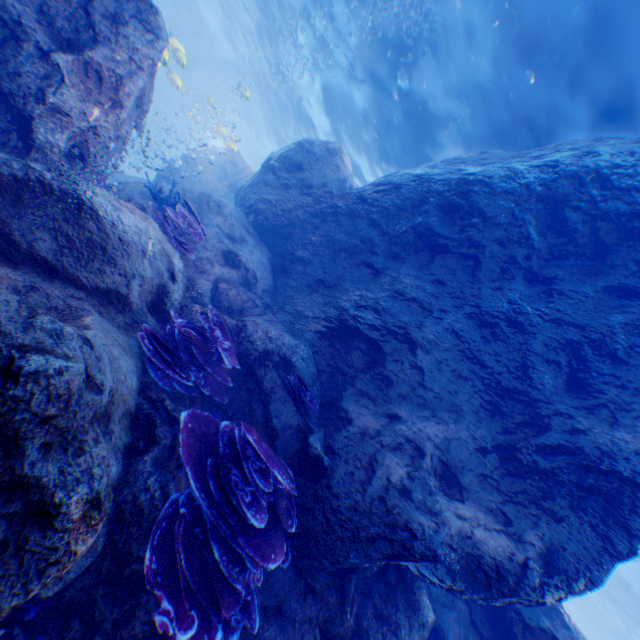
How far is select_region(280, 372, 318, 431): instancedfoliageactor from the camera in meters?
4.9 m

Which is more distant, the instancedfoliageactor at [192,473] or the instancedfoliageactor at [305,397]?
the instancedfoliageactor at [305,397]

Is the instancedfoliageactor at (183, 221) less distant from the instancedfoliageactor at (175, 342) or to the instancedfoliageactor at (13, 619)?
the instancedfoliageactor at (175, 342)

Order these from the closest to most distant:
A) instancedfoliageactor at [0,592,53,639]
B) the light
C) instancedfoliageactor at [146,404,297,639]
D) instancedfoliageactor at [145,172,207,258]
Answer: instancedfoliageactor at [0,592,53,639]
instancedfoliageactor at [146,404,297,639]
instancedfoliageactor at [145,172,207,258]
the light

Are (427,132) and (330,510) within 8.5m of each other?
no

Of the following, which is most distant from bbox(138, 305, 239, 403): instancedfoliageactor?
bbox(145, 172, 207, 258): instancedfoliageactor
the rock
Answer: bbox(145, 172, 207, 258): instancedfoliageactor

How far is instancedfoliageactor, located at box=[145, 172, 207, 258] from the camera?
5.88m

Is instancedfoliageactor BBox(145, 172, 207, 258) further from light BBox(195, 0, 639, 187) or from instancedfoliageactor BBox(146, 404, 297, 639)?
light BBox(195, 0, 639, 187)
